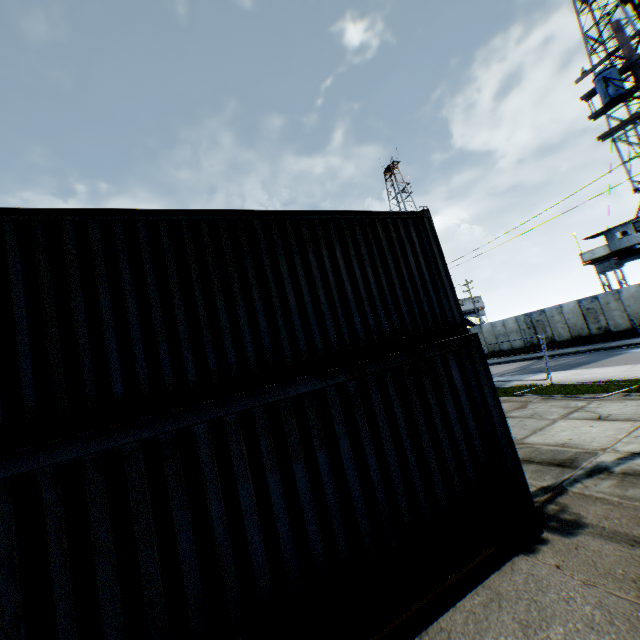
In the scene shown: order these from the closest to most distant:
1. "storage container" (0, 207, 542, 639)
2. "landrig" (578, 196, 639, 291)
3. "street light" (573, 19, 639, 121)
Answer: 1. "storage container" (0, 207, 542, 639)
2. "street light" (573, 19, 639, 121)
3. "landrig" (578, 196, 639, 291)

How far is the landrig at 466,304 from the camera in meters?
48.2

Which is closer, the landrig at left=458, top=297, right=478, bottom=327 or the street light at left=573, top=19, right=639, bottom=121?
the street light at left=573, top=19, right=639, bottom=121

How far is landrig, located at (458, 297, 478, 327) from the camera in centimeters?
4816cm

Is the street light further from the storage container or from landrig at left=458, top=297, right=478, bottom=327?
landrig at left=458, top=297, right=478, bottom=327

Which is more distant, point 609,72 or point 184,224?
point 609,72

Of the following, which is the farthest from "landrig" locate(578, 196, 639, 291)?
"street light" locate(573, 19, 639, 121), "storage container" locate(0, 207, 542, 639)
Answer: "storage container" locate(0, 207, 542, 639)

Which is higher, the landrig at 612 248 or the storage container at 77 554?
the landrig at 612 248
